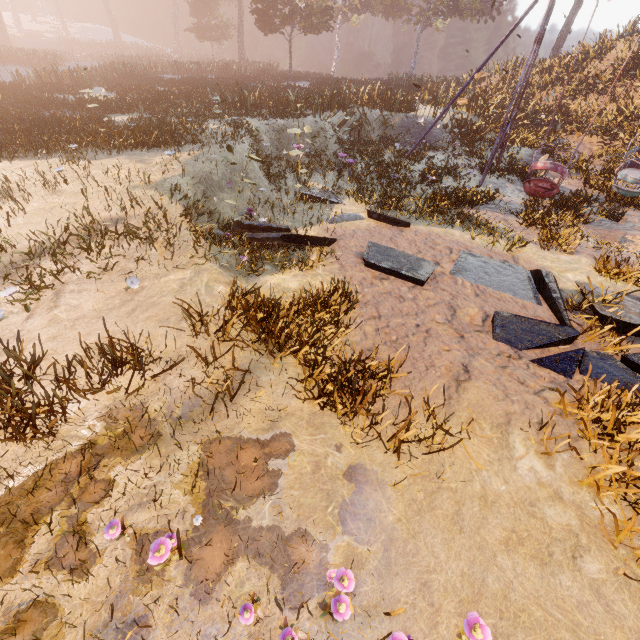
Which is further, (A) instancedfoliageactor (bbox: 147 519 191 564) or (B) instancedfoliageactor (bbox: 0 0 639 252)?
(B) instancedfoliageactor (bbox: 0 0 639 252)

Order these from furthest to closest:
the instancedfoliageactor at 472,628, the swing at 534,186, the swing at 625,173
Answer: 1. the swing at 625,173
2. the swing at 534,186
3. the instancedfoliageactor at 472,628

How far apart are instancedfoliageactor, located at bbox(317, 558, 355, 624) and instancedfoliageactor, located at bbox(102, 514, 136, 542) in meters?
1.6 m

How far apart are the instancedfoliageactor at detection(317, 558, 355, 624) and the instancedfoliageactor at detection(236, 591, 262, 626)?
0.5m

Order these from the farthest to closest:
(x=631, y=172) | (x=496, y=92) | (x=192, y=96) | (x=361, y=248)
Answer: (x=496, y=92), (x=192, y=96), (x=631, y=172), (x=361, y=248)

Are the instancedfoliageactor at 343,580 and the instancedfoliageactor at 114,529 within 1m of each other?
no

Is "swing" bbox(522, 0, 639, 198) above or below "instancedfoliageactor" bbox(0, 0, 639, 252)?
below

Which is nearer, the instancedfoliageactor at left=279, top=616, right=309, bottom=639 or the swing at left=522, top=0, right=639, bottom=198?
the instancedfoliageactor at left=279, top=616, right=309, bottom=639
